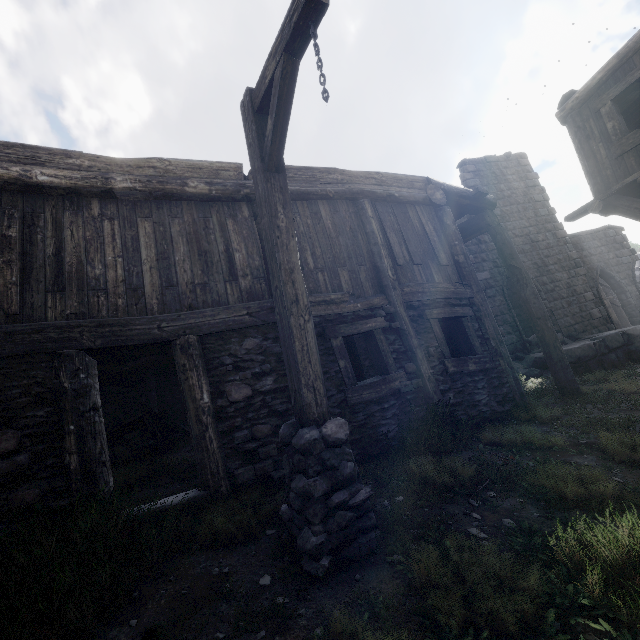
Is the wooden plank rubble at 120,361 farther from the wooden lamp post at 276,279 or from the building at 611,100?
the wooden lamp post at 276,279

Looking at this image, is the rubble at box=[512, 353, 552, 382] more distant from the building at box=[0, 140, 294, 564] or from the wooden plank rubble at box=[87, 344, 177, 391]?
the wooden plank rubble at box=[87, 344, 177, 391]

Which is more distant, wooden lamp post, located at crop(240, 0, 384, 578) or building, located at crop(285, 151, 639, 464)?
building, located at crop(285, 151, 639, 464)

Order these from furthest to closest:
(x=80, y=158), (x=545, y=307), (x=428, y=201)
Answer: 1. (x=545, y=307)
2. (x=428, y=201)
3. (x=80, y=158)

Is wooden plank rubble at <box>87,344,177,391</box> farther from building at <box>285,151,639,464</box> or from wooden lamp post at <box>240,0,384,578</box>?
wooden lamp post at <box>240,0,384,578</box>

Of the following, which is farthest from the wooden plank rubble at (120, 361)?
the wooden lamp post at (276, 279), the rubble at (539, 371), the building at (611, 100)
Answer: the rubble at (539, 371)

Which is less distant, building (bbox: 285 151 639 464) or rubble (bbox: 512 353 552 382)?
building (bbox: 285 151 639 464)
